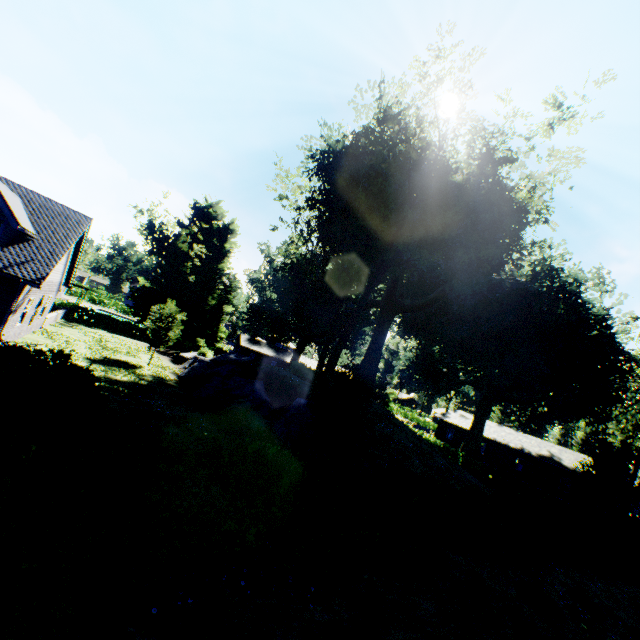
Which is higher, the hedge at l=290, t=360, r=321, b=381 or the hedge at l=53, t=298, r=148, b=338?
the hedge at l=290, t=360, r=321, b=381

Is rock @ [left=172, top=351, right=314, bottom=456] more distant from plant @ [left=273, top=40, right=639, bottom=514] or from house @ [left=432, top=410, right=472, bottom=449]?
house @ [left=432, top=410, right=472, bottom=449]

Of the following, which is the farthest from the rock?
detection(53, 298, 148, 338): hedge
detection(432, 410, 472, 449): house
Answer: detection(432, 410, 472, 449): house

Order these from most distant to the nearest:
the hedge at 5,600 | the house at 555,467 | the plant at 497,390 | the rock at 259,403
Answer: the house at 555,467 → the plant at 497,390 → the rock at 259,403 → the hedge at 5,600

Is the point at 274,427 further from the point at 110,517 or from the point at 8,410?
the point at 8,410

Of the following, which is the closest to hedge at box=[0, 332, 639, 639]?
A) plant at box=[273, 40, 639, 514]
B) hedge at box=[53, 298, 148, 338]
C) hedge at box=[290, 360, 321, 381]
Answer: hedge at box=[53, 298, 148, 338]

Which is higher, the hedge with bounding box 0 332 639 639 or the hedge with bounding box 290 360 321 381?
the hedge with bounding box 290 360 321 381

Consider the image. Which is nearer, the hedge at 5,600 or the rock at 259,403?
the hedge at 5,600
